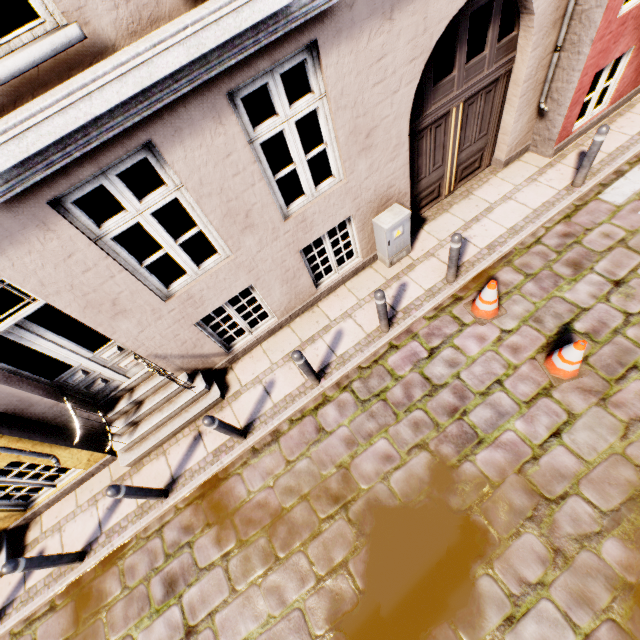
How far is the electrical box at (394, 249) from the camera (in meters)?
5.38

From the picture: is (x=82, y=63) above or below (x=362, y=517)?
above

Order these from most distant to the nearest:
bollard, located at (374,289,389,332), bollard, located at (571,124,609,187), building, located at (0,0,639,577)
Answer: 1. bollard, located at (571,124,609,187)
2. bollard, located at (374,289,389,332)
3. building, located at (0,0,639,577)

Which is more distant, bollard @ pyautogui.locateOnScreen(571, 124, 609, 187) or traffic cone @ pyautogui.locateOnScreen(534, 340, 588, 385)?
bollard @ pyautogui.locateOnScreen(571, 124, 609, 187)

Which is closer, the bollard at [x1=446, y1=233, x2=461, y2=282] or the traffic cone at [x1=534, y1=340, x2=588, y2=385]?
the traffic cone at [x1=534, y1=340, x2=588, y2=385]

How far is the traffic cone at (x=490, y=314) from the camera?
4.90m

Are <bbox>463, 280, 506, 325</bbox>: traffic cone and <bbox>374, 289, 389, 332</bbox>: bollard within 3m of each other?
yes

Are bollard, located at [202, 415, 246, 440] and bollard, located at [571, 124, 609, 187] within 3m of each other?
no
